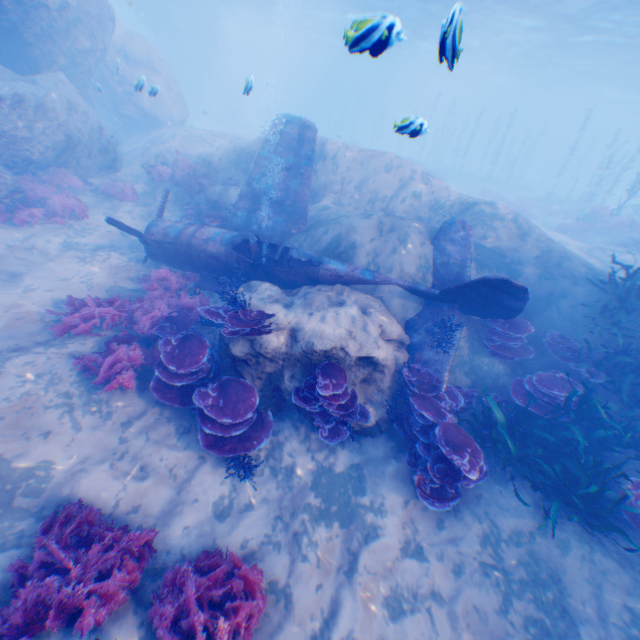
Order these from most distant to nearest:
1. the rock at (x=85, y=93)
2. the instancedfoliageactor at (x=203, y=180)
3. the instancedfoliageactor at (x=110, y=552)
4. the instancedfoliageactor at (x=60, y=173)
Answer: the instancedfoliageactor at (x=203, y=180) < the rock at (x=85, y=93) < the instancedfoliageactor at (x=60, y=173) < the instancedfoliageactor at (x=110, y=552)

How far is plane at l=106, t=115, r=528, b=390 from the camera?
7.71m

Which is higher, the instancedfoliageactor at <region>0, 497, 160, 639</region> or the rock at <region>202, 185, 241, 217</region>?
the rock at <region>202, 185, 241, 217</region>

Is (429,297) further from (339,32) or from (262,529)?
(339,32)

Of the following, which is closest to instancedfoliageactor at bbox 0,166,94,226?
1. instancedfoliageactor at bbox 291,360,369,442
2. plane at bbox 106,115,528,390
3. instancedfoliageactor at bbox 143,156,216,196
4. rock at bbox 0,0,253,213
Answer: rock at bbox 0,0,253,213

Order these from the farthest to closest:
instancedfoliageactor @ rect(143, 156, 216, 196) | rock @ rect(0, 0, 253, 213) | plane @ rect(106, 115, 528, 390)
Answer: instancedfoliageactor @ rect(143, 156, 216, 196), rock @ rect(0, 0, 253, 213), plane @ rect(106, 115, 528, 390)

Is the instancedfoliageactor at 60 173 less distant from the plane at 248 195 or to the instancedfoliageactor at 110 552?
the plane at 248 195

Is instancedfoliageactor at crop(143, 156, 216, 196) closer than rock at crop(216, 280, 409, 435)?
No
